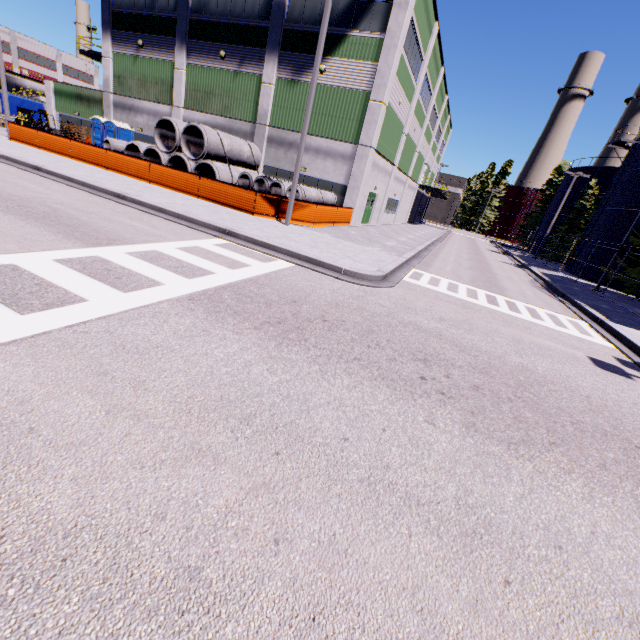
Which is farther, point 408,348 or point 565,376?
point 565,376

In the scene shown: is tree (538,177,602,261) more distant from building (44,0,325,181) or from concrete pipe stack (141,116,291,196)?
concrete pipe stack (141,116,291,196)

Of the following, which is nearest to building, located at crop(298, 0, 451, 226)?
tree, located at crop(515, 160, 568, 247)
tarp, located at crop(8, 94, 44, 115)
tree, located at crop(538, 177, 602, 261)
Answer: tarp, located at crop(8, 94, 44, 115)

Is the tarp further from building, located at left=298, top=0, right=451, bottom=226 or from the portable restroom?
the portable restroom

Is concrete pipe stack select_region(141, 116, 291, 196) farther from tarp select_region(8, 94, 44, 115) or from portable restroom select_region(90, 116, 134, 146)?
portable restroom select_region(90, 116, 134, 146)

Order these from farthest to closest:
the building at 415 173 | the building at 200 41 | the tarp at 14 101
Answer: the tarp at 14 101 → the building at 200 41 → the building at 415 173

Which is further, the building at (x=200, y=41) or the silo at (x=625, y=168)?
the silo at (x=625, y=168)

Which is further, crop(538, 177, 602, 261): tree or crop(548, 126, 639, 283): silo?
crop(538, 177, 602, 261): tree
